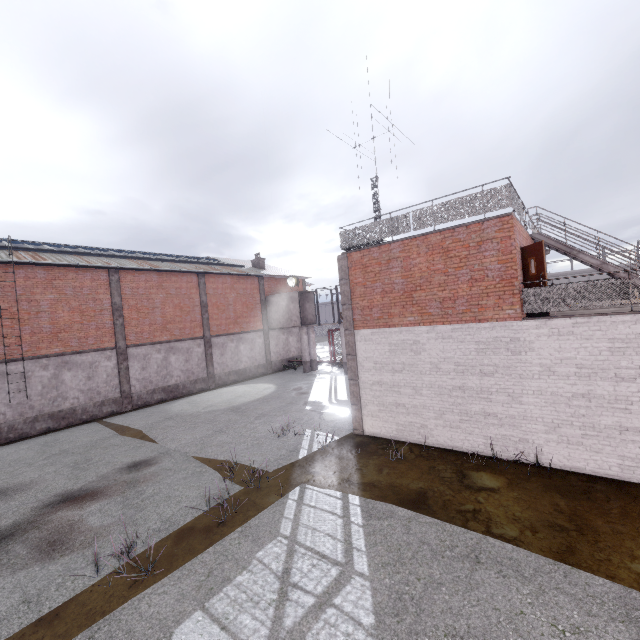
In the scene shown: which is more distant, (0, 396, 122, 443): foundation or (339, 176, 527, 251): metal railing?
(0, 396, 122, 443): foundation

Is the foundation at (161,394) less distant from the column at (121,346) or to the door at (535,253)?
the column at (121,346)

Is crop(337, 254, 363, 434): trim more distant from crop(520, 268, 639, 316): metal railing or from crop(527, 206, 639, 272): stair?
crop(527, 206, 639, 272): stair

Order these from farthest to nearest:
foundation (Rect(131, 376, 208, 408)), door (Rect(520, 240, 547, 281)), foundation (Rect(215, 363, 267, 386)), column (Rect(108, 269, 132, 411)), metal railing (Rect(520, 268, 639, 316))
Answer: foundation (Rect(215, 363, 267, 386)) < foundation (Rect(131, 376, 208, 408)) < column (Rect(108, 269, 132, 411)) < door (Rect(520, 240, 547, 281)) < metal railing (Rect(520, 268, 639, 316))

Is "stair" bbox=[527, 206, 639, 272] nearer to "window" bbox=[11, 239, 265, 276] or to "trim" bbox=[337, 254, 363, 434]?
"trim" bbox=[337, 254, 363, 434]

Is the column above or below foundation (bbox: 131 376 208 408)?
above

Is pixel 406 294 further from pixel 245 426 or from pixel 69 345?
pixel 69 345

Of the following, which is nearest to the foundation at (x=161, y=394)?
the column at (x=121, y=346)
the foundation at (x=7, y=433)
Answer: the column at (x=121, y=346)
